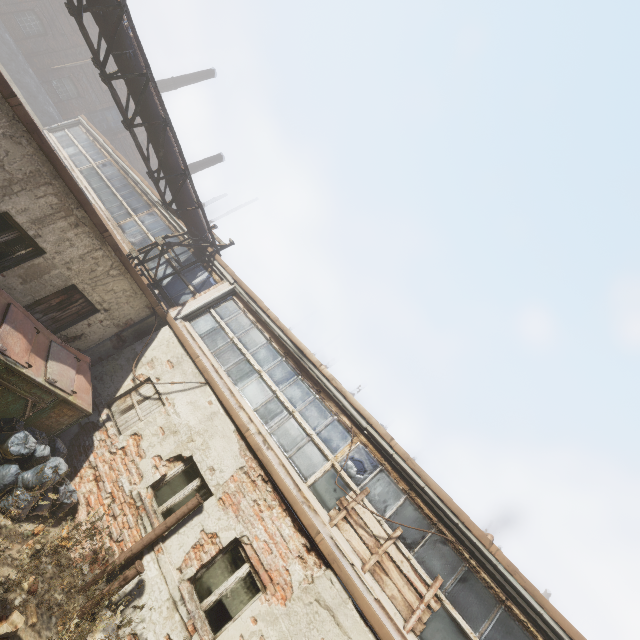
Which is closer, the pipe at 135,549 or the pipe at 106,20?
the pipe at 135,549

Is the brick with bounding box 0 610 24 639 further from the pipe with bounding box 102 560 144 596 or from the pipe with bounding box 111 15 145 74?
the pipe with bounding box 111 15 145 74

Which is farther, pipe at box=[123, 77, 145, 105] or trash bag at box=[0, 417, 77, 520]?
pipe at box=[123, 77, 145, 105]

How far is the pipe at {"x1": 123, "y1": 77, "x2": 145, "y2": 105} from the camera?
7.5m

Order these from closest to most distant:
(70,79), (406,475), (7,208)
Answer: (7,208), (406,475), (70,79)

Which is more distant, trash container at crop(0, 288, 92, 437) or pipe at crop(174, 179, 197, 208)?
pipe at crop(174, 179, 197, 208)

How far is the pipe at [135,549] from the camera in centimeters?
562cm
